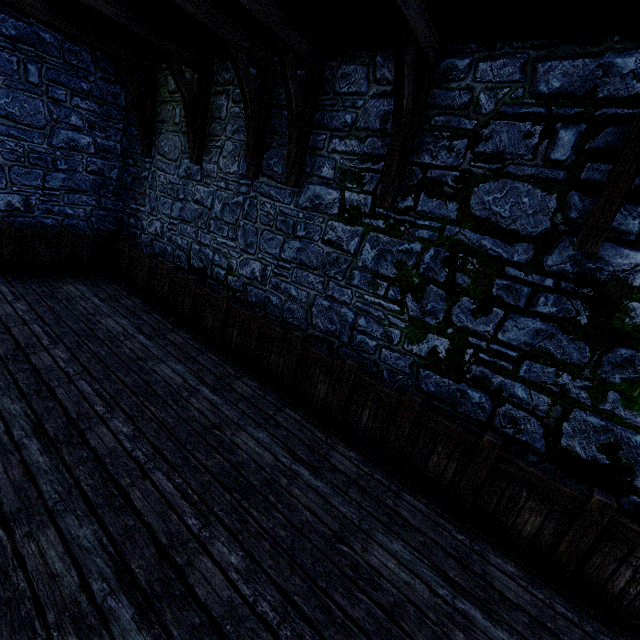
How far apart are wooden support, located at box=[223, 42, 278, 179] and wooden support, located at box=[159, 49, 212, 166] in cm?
152

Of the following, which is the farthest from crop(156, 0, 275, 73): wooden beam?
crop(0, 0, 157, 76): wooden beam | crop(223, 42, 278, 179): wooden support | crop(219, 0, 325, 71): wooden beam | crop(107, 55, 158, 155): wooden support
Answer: crop(107, 55, 158, 155): wooden support

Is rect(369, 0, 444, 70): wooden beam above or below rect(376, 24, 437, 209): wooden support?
above

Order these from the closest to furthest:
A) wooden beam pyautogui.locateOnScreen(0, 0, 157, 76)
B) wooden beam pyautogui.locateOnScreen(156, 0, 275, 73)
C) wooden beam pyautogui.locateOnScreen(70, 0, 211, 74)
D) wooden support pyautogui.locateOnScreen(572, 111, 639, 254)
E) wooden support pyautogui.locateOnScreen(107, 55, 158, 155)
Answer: wooden support pyautogui.locateOnScreen(572, 111, 639, 254), wooden beam pyautogui.locateOnScreen(156, 0, 275, 73), wooden beam pyautogui.locateOnScreen(70, 0, 211, 74), wooden beam pyautogui.locateOnScreen(0, 0, 157, 76), wooden support pyautogui.locateOnScreen(107, 55, 158, 155)

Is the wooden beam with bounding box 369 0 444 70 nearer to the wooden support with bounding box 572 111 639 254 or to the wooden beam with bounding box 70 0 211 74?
the wooden support with bounding box 572 111 639 254

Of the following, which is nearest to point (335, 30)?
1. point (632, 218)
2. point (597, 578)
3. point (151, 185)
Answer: point (632, 218)

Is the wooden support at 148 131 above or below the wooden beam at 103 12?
below

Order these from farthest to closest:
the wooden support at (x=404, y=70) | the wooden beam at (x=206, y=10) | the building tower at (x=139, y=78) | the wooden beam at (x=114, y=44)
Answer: the building tower at (x=139, y=78)
the wooden beam at (x=114, y=44)
the wooden beam at (x=206, y=10)
the wooden support at (x=404, y=70)
